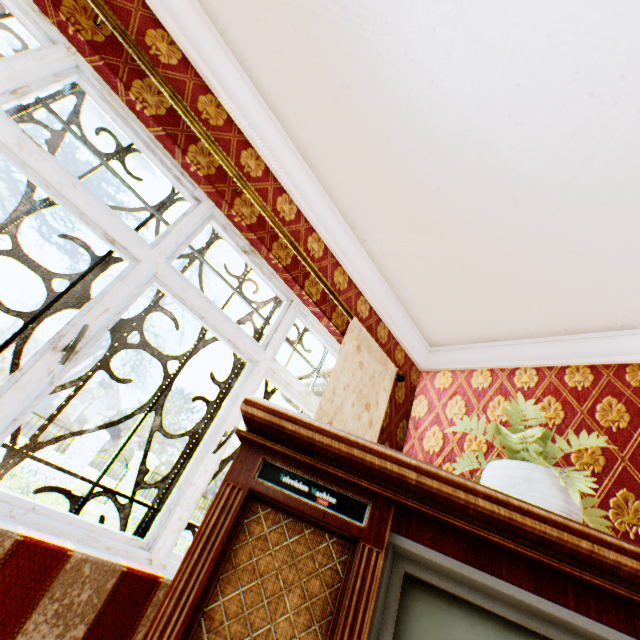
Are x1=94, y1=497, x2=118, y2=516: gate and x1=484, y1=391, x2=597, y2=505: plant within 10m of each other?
no

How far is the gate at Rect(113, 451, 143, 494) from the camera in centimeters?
1317cm

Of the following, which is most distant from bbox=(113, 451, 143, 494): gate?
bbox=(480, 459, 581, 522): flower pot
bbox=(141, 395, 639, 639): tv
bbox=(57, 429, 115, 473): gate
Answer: bbox=(480, 459, 581, 522): flower pot

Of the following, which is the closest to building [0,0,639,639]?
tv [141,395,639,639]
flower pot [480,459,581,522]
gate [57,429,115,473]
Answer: tv [141,395,639,639]

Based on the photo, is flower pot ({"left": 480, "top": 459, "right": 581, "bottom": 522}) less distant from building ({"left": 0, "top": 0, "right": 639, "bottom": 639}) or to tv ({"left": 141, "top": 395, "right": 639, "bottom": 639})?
tv ({"left": 141, "top": 395, "right": 639, "bottom": 639})

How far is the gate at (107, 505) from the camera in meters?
12.6 m

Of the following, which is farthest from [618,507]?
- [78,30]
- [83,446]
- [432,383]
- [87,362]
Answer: [87,362]

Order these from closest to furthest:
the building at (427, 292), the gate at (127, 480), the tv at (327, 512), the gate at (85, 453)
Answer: the tv at (327, 512), the building at (427, 292), the gate at (85, 453), the gate at (127, 480)
